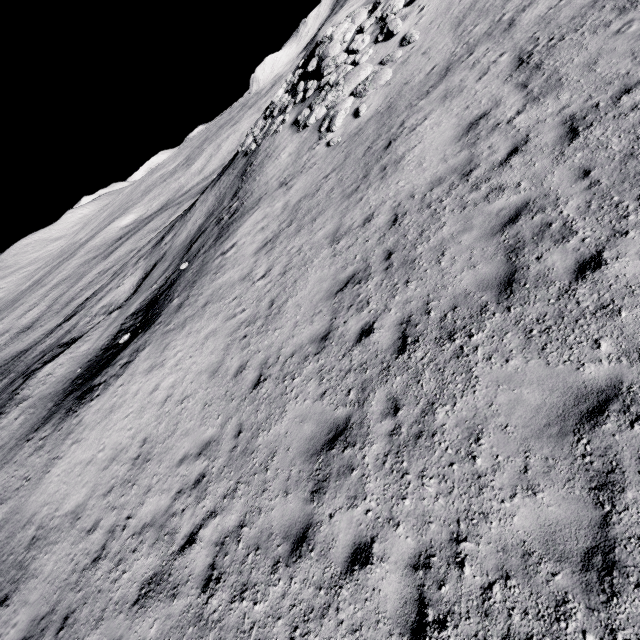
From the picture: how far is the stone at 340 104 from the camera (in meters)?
14.35

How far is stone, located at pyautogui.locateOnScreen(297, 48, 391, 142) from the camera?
14.35m

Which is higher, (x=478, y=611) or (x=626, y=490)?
(x=626, y=490)

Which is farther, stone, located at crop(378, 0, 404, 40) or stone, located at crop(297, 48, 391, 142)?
stone, located at crop(378, 0, 404, 40)

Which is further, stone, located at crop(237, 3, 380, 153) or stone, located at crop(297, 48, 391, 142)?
stone, located at crop(237, 3, 380, 153)

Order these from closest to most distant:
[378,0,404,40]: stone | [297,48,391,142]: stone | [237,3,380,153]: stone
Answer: [297,48,391,142]: stone < [378,0,404,40]: stone < [237,3,380,153]: stone

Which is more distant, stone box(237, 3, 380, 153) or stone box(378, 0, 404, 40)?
stone box(237, 3, 380, 153)

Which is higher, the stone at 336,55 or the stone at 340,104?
the stone at 336,55
